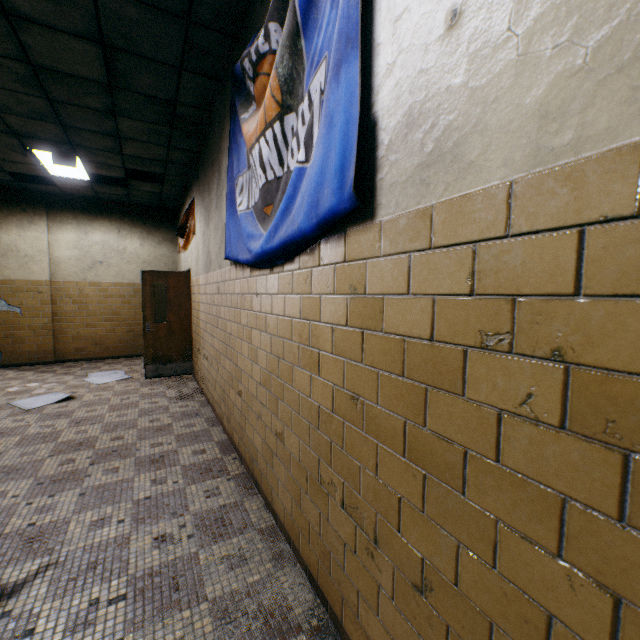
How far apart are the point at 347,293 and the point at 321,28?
1.31m

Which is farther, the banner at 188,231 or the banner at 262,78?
the banner at 188,231

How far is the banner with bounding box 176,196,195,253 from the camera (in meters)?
5.75

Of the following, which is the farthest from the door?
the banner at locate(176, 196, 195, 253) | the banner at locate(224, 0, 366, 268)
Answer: the banner at locate(224, 0, 366, 268)

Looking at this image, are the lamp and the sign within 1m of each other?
yes

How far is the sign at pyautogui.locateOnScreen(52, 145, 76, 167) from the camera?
5.0m

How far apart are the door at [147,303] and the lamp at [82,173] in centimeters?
204cm

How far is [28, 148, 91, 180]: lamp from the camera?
5.31m
